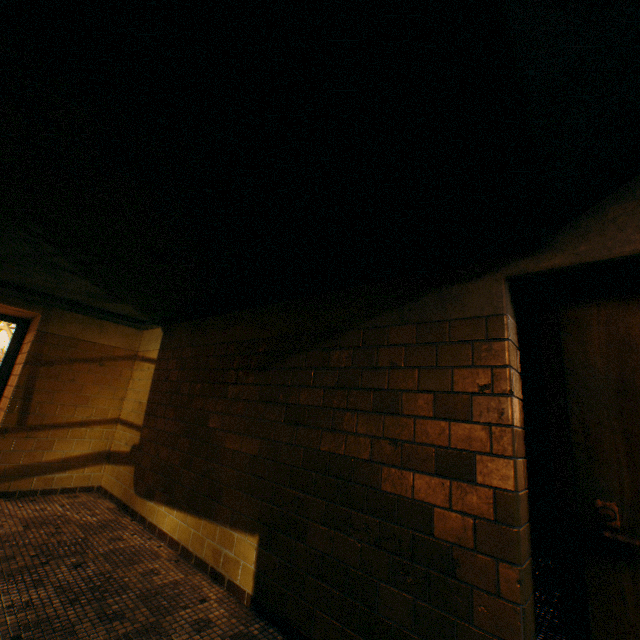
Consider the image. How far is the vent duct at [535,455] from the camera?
6.12m

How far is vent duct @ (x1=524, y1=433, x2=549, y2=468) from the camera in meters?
6.1

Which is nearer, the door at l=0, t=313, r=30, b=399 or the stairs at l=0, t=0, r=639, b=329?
the stairs at l=0, t=0, r=639, b=329

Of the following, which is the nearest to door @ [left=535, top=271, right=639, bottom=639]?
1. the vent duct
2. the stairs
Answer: the stairs

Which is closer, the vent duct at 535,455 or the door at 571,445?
the door at 571,445

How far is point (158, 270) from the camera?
2.83m

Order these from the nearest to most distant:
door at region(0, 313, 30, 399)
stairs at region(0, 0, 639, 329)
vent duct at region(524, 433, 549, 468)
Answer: stairs at region(0, 0, 639, 329)
door at region(0, 313, 30, 399)
vent duct at region(524, 433, 549, 468)

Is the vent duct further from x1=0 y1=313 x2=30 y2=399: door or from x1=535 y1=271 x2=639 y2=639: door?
x1=0 y1=313 x2=30 y2=399: door
